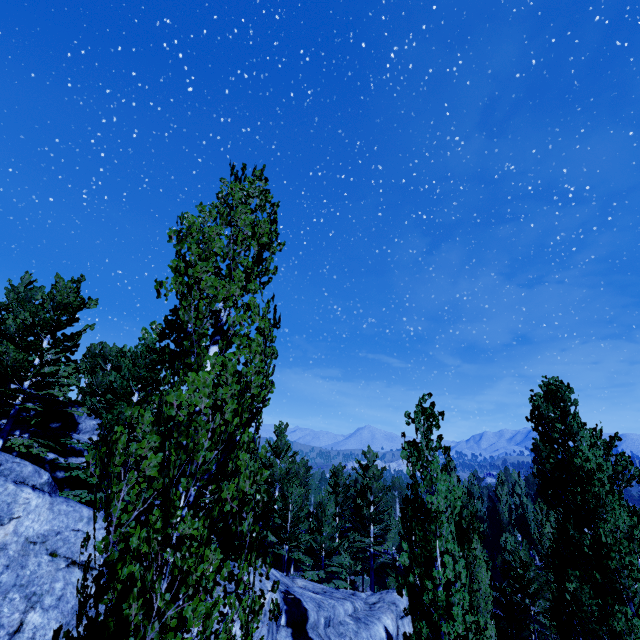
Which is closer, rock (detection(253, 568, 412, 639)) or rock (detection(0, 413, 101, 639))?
rock (detection(0, 413, 101, 639))

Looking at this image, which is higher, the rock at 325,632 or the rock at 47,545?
the rock at 47,545

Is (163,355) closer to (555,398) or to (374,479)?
(555,398)

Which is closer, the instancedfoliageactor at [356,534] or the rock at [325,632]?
the instancedfoliageactor at [356,534]

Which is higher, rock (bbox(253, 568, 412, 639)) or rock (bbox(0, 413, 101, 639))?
rock (bbox(0, 413, 101, 639))

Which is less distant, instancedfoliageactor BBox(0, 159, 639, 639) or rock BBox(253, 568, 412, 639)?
instancedfoliageactor BBox(0, 159, 639, 639)

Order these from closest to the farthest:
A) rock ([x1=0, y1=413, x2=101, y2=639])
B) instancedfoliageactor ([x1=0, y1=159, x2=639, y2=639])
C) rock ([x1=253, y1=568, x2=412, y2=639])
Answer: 1. instancedfoliageactor ([x1=0, y1=159, x2=639, y2=639])
2. rock ([x1=0, y1=413, x2=101, y2=639])
3. rock ([x1=253, y1=568, x2=412, y2=639])
